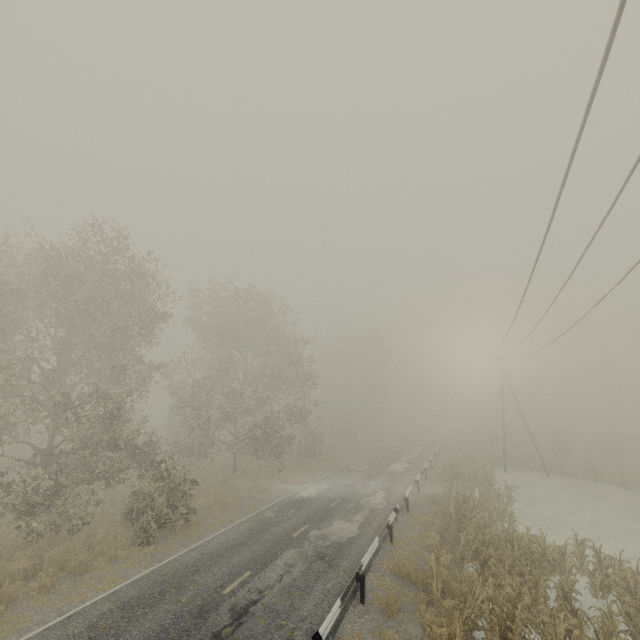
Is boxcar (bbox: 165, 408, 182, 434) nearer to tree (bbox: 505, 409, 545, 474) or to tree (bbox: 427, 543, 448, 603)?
tree (bbox: 505, 409, 545, 474)

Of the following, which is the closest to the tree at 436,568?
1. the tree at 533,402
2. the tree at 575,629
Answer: the tree at 575,629

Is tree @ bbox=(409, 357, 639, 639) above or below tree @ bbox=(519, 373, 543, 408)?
below

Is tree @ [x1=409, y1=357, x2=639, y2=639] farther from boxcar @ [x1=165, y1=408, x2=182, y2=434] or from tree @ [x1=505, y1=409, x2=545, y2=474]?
boxcar @ [x1=165, y1=408, x2=182, y2=434]

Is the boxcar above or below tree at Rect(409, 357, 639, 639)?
above

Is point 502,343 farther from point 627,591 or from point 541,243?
point 541,243

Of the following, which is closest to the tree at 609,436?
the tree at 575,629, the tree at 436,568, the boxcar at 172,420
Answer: the tree at 575,629

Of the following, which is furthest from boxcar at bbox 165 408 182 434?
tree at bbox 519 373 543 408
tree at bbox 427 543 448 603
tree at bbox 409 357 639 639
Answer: tree at bbox 427 543 448 603
